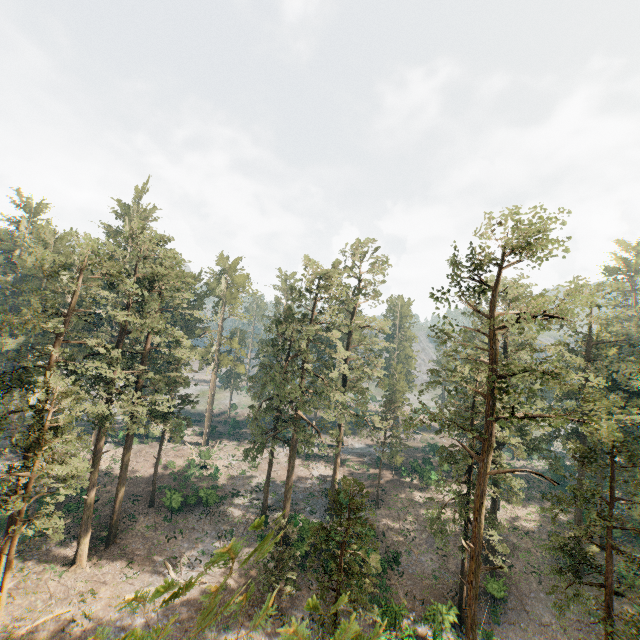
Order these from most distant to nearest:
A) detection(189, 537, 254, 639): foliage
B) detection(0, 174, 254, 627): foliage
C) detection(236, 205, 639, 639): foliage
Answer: detection(0, 174, 254, 627): foliage
detection(236, 205, 639, 639): foliage
detection(189, 537, 254, 639): foliage

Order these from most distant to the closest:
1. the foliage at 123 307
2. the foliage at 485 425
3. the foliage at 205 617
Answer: the foliage at 123 307 < the foliage at 485 425 < the foliage at 205 617

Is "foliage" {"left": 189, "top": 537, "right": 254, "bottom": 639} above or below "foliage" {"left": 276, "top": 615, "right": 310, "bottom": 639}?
above

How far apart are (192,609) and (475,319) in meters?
33.1

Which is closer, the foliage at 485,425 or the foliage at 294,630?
the foliage at 294,630

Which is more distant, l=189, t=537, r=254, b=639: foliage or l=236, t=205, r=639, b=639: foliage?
l=236, t=205, r=639, b=639: foliage
